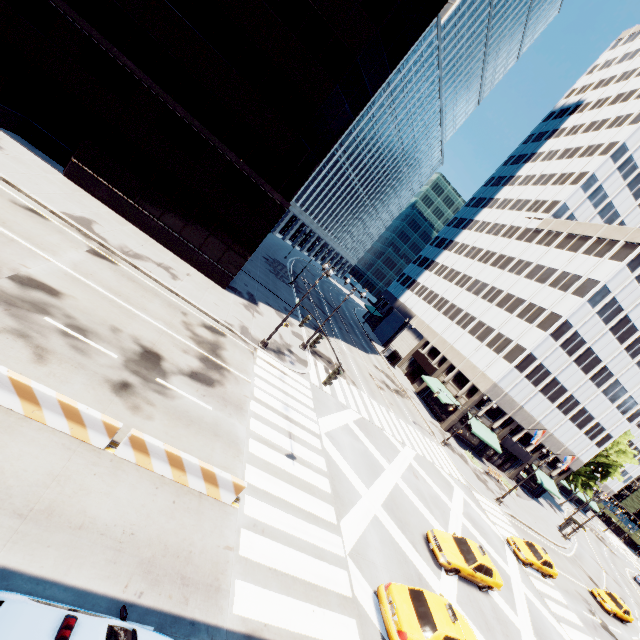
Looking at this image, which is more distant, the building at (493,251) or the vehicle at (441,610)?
the building at (493,251)

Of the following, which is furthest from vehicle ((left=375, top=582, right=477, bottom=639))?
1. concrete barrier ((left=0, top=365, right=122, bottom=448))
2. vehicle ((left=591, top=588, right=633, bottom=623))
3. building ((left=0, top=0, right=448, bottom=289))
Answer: vehicle ((left=591, top=588, right=633, bottom=623))

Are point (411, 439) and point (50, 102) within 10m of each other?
no

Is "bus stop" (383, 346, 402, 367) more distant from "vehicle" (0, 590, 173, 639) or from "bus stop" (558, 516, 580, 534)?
"vehicle" (0, 590, 173, 639)

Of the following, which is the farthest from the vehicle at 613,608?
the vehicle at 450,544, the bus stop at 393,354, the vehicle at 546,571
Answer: the bus stop at 393,354

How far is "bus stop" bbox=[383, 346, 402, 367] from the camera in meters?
52.1 m

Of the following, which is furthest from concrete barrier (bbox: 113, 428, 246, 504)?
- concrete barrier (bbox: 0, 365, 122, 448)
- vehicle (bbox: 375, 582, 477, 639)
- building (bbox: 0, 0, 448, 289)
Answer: building (bbox: 0, 0, 448, 289)

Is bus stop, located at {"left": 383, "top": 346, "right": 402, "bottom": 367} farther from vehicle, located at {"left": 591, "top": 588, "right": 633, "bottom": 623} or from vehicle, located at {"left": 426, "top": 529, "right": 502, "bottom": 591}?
vehicle, located at {"left": 426, "top": 529, "right": 502, "bottom": 591}
